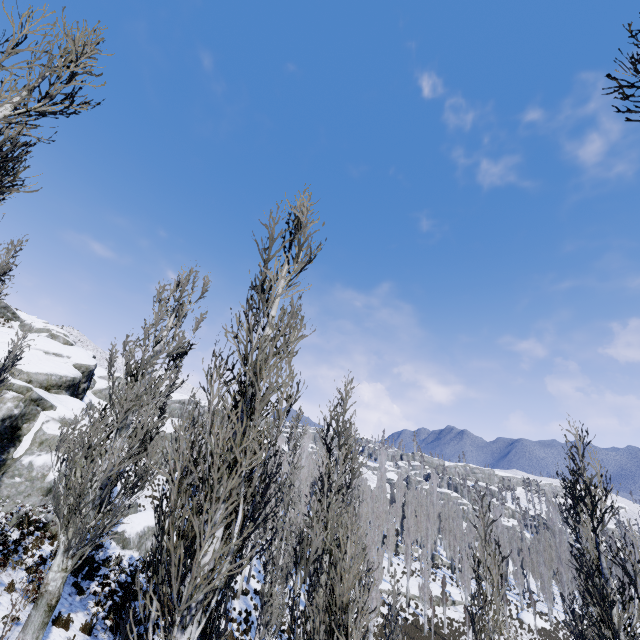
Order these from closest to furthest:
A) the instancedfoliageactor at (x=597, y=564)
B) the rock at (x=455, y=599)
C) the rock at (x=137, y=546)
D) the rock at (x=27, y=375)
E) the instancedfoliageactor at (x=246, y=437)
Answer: the instancedfoliageactor at (x=246, y=437)
the instancedfoliageactor at (x=597, y=564)
the rock at (x=27, y=375)
the rock at (x=137, y=546)
the rock at (x=455, y=599)

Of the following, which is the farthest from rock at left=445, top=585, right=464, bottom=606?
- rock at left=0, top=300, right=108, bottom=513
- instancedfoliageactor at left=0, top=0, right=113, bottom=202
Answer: rock at left=0, top=300, right=108, bottom=513

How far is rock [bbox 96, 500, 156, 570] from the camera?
17.6 meters

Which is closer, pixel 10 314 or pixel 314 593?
pixel 314 593

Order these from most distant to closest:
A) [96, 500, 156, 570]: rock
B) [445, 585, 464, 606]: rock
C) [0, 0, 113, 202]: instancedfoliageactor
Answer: [445, 585, 464, 606]: rock → [96, 500, 156, 570]: rock → [0, 0, 113, 202]: instancedfoliageactor

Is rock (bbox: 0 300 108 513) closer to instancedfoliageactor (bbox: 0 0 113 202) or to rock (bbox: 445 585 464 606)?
instancedfoliageactor (bbox: 0 0 113 202)

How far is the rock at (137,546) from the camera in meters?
17.6 m
